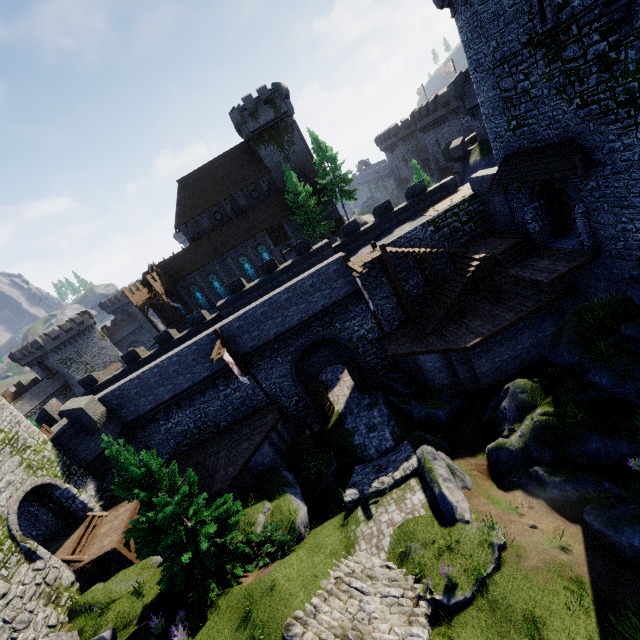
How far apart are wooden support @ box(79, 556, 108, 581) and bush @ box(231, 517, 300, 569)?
8.63m

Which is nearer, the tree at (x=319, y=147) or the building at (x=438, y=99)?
the tree at (x=319, y=147)

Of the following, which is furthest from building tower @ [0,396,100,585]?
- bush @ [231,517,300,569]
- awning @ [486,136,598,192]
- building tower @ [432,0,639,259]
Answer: awning @ [486,136,598,192]

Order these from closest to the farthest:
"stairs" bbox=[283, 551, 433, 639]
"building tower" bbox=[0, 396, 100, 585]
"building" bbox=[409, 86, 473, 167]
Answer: "stairs" bbox=[283, 551, 433, 639], "building tower" bbox=[0, 396, 100, 585], "building" bbox=[409, 86, 473, 167]

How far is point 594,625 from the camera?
8.59m

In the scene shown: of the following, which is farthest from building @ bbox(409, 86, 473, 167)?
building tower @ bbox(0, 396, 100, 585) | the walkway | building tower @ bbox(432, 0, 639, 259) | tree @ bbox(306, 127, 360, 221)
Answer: building tower @ bbox(0, 396, 100, 585)

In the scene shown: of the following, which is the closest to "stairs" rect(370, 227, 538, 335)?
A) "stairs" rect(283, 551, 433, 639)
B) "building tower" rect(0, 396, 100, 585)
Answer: "stairs" rect(283, 551, 433, 639)

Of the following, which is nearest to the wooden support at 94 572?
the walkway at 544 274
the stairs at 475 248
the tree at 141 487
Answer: the tree at 141 487
